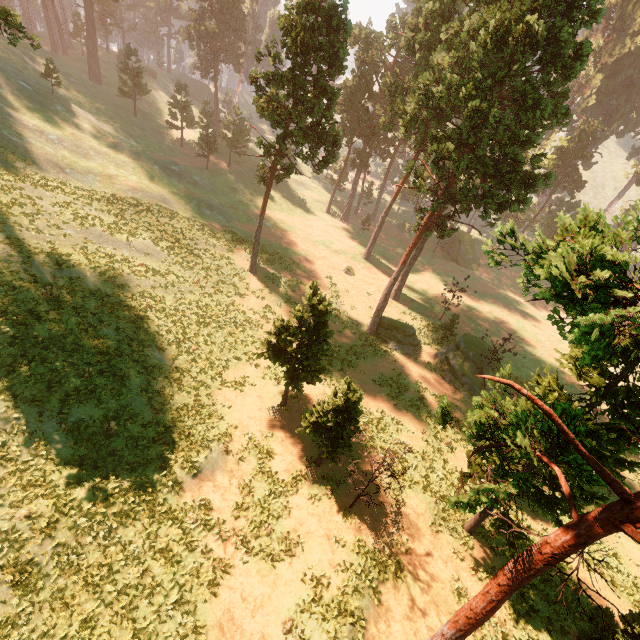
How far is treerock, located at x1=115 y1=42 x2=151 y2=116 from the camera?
45.6 meters

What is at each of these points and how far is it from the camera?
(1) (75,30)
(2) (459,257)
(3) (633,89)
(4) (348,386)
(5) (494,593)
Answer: (1) treerock, 56.0 meters
(2) treerock, 59.3 meters
(3) treerock, 59.5 meters
(4) treerock, 15.5 meters
(5) treerock, 7.3 meters

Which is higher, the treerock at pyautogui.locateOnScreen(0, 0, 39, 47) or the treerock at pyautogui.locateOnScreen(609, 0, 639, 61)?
the treerock at pyautogui.locateOnScreen(609, 0, 639, 61)

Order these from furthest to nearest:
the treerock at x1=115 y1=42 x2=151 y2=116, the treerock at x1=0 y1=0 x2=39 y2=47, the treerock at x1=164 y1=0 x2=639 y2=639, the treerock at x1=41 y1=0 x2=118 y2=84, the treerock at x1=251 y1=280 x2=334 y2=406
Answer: the treerock at x1=41 y1=0 x2=118 y2=84 < the treerock at x1=115 y1=42 x2=151 y2=116 < the treerock at x1=0 y1=0 x2=39 y2=47 < the treerock at x1=251 y1=280 x2=334 y2=406 < the treerock at x1=164 y1=0 x2=639 y2=639

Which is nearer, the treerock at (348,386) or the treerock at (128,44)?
the treerock at (348,386)
